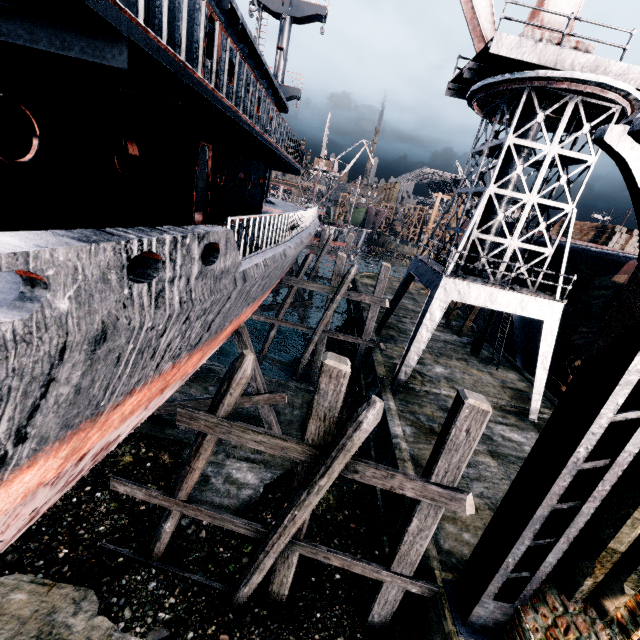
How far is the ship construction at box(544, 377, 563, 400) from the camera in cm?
1981

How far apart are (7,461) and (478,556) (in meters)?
8.21

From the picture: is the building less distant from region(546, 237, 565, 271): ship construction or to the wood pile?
region(546, 237, 565, 271): ship construction

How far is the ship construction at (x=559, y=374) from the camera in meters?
18.8 m

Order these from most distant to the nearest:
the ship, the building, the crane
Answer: the crane
the building
the ship

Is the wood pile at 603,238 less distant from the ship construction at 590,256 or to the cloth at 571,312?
the ship construction at 590,256

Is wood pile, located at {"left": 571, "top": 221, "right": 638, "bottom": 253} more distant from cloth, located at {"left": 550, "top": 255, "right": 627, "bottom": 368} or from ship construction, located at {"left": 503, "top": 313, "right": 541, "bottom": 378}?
cloth, located at {"left": 550, "top": 255, "right": 627, "bottom": 368}

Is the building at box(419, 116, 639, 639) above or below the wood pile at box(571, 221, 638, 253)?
below
